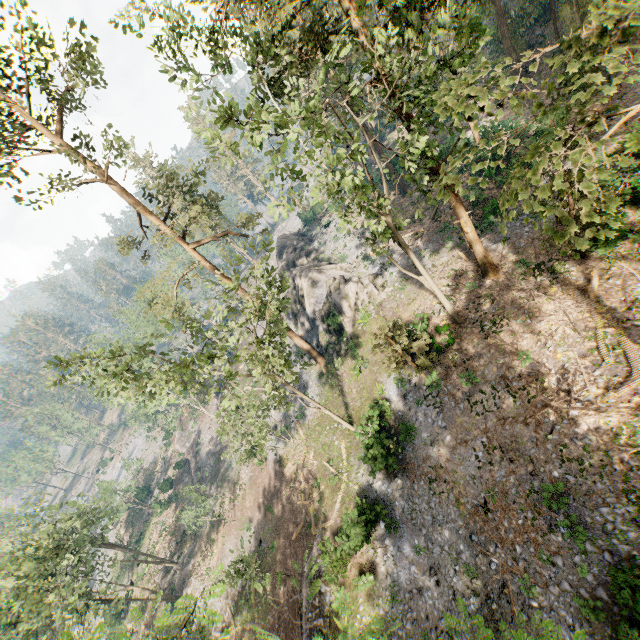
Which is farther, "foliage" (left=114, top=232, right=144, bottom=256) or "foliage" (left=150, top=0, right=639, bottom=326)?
"foliage" (left=114, top=232, right=144, bottom=256)

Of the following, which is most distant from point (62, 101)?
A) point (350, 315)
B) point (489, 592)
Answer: point (489, 592)

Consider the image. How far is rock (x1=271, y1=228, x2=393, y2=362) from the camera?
29.31m

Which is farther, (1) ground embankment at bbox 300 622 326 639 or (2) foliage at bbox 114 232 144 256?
(2) foliage at bbox 114 232 144 256

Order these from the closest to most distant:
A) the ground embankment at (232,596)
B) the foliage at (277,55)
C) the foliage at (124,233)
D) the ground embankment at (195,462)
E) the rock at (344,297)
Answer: the foliage at (277,55) < the foliage at (124,233) < the ground embankment at (232,596) < the rock at (344,297) < the ground embankment at (195,462)

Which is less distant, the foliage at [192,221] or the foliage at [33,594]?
the foliage at [192,221]

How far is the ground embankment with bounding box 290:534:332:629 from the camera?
21.2 meters

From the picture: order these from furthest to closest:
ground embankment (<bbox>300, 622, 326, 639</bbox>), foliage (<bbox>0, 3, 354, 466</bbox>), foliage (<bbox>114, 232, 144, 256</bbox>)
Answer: foliage (<bbox>114, 232, 144, 256</bbox>), ground embankment (<bbox>300, 622, 326, 639</bbox>), foliage (<bbox>0, 3, 354, 466</bbox>)
